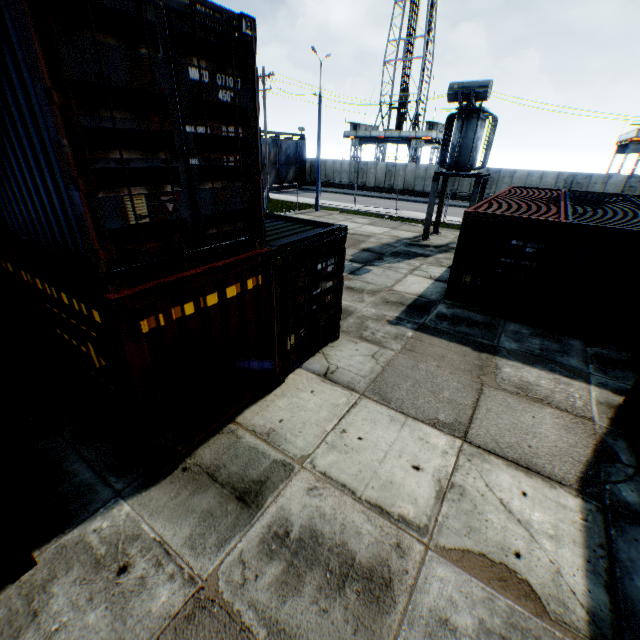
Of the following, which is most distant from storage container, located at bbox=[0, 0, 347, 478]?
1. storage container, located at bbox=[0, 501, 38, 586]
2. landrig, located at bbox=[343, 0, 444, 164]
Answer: landrig, located at bbox=[343, 0, 444, 164]

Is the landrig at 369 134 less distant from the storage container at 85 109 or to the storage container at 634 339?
the storage container at 634 339

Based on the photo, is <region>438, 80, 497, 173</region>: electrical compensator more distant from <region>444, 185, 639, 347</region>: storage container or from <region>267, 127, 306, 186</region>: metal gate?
<region>267, 127, 306, 186</region>: metal gate

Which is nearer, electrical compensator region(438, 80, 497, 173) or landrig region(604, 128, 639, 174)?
electrical compensator region(438, 80, 497, 173)

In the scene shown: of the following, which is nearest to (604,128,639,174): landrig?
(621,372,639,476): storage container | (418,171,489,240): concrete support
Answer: (418,171,489,240): concrete support

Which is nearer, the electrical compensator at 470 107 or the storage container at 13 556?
the storage container at 13 556

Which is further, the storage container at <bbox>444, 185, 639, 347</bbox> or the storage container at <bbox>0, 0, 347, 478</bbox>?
the storage container at <bbox>444, 185, 639, 347</bbox>

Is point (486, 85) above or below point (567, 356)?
above
